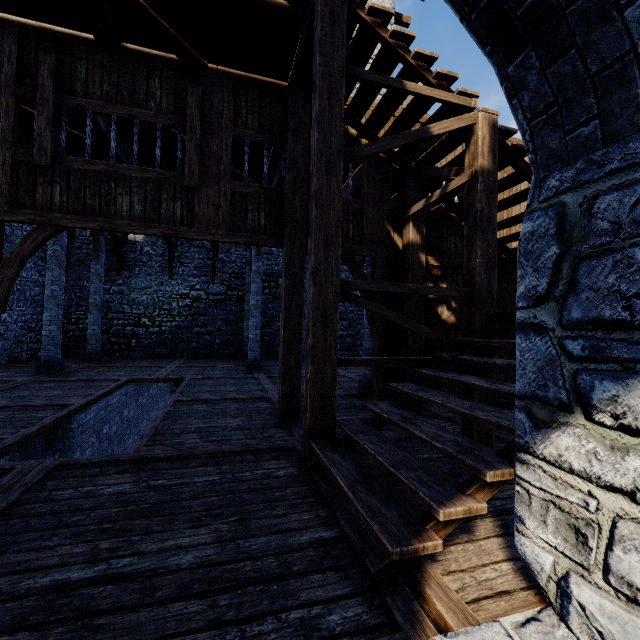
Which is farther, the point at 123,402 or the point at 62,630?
the point at 123,402

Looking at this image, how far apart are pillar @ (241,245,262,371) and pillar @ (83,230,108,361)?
6.2 meters

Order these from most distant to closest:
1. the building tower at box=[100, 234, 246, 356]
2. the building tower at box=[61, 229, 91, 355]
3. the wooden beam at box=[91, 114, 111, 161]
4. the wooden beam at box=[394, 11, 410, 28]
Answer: the building tower at box=[100, 234, 246, 356], the building tower at box=[61, 229, 91, 355], the wooden beam at box=[394, 11, 410, 28], the wooden beam at box=[91, 114, 111, 161]

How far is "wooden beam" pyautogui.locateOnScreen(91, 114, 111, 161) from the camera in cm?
620

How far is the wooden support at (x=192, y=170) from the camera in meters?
5.2

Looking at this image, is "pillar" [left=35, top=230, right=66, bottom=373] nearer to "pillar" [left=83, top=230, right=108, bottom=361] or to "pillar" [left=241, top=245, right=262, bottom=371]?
"pillar" [left=83, top=230, right=108, bottom=361]

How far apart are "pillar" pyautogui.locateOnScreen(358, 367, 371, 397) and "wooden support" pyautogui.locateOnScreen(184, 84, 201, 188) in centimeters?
380cm

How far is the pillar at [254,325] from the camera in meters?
11.4
